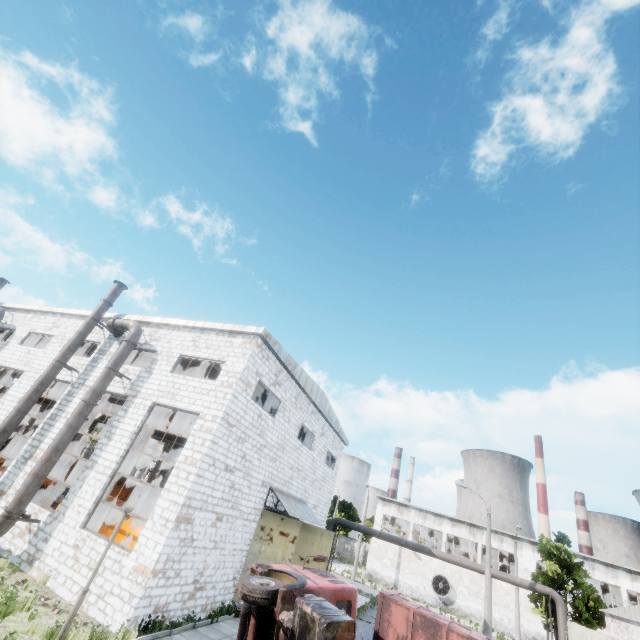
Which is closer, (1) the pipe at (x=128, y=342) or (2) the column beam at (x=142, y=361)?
(1) the pipe at (x=128, y=342)

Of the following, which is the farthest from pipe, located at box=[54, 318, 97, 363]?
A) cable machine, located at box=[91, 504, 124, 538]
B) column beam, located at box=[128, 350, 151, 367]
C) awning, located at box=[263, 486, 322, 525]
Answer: awning, located at box=[263, 486, 322, 525]

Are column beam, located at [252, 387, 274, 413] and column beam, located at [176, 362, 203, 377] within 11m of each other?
yes

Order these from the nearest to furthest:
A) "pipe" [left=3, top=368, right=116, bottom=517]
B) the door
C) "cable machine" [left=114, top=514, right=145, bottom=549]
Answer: "pipe" [left=3, top=368, right=116, bottom=517], "cable machine" [left=114, top=514, right=145, bottom=549], the door

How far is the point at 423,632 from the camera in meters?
10.0 m

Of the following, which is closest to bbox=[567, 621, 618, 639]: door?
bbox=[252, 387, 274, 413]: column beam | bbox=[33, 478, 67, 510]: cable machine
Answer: bbox=[252, 387, 274, 413]: column beam

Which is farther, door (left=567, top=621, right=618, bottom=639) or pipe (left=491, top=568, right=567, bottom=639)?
pipe (left=491, top=568, right=567, bottom=639)

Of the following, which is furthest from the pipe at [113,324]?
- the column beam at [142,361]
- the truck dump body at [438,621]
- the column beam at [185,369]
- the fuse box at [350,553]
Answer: the fuse box at [350,553]
